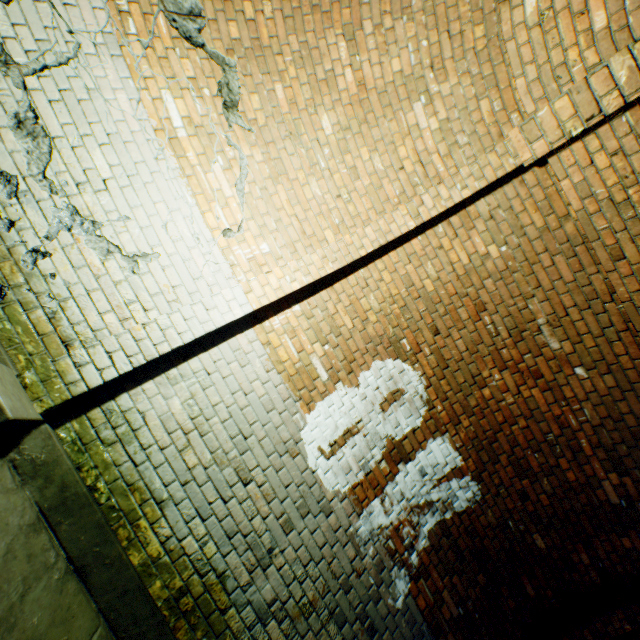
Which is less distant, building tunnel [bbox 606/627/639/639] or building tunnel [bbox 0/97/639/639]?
building tunnel [bbox 0/97/639/639]

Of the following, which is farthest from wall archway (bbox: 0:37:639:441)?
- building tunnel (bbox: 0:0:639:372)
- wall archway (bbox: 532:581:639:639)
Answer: wall archway (bbox: 532:581:639:639)

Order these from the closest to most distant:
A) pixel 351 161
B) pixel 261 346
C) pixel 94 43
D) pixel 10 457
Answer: pixel 10 457 < pixel 94 43 < pixel 261 346 < pixel 351 161

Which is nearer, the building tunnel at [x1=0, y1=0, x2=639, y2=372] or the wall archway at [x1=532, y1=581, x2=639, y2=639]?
the building tunnel at [x1=0, y1=0, x2=639, y2=372]

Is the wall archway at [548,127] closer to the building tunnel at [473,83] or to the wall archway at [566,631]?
the building tunnel at [473,83]

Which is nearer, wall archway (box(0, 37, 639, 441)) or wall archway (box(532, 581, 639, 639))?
wall archway (box(0, 37, 639, 441))
